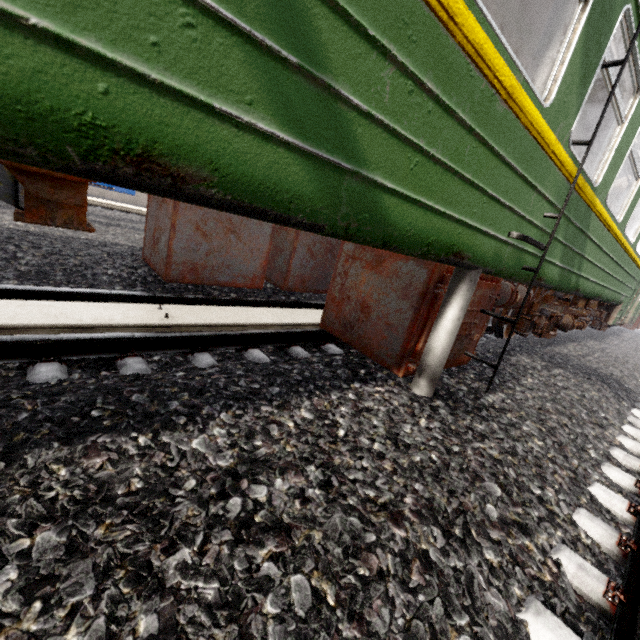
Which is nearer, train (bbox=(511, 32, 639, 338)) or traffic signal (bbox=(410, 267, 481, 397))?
traffic signal (bbox=(410, 267, 481, 397))

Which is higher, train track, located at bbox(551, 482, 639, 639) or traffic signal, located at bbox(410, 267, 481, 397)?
traffic signal, located at bbox(410, 267, 481, 397)

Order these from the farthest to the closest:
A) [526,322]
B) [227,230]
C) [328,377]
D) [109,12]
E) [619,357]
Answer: [619,357], [526,322], [227,230], [328,377], [109,12]

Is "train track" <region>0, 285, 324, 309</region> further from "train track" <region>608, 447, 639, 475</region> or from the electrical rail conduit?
"train track" <region>608, 447, 639, 475</region>

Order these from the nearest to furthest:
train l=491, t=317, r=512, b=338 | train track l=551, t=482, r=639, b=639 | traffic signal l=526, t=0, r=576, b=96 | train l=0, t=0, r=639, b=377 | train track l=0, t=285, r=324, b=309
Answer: train l=0, t=0, r=639, b=377, train track l=551, t=482, r=639, b=639, traffic signal l=526, t=0, r=576, b=96, train track l=0, t=285, r=324, b=309, train l=491, t=317, r=512, b=338

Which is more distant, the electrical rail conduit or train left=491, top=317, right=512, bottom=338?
train left=491, top=317, right=512, bottom=338

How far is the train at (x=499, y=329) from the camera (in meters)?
6.46

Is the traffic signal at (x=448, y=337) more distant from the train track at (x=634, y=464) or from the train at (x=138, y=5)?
the train track at (x=634, y=464)
